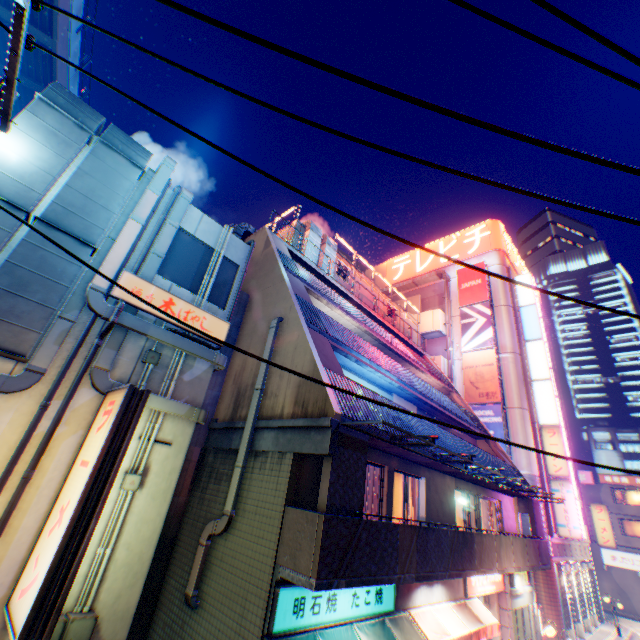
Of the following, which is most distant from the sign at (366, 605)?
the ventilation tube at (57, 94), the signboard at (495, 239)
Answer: the signboard at (495, 239)

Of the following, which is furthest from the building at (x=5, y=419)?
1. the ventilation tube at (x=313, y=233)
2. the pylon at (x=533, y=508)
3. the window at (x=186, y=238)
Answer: the pylon at (x=533, y=508)

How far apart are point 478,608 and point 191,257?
15.6m

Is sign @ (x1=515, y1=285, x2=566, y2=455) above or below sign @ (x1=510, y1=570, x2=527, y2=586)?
above

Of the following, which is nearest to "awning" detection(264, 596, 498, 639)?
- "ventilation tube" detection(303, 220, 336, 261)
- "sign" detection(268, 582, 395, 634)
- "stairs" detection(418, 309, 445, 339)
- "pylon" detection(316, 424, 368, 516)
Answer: "sign" detection(268, 582, 395, 634)

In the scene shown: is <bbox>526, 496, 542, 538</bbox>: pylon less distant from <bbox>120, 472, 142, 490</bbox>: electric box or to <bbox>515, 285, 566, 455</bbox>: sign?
<bbox>515, 285, 566, 455</bbox>: sign

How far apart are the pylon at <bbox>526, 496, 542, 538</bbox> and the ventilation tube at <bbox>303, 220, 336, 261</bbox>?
17.8 meters

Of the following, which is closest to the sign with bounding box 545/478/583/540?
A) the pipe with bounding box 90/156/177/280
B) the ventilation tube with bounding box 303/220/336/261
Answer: the ventilation tube with bounding box 303/220/336/261
